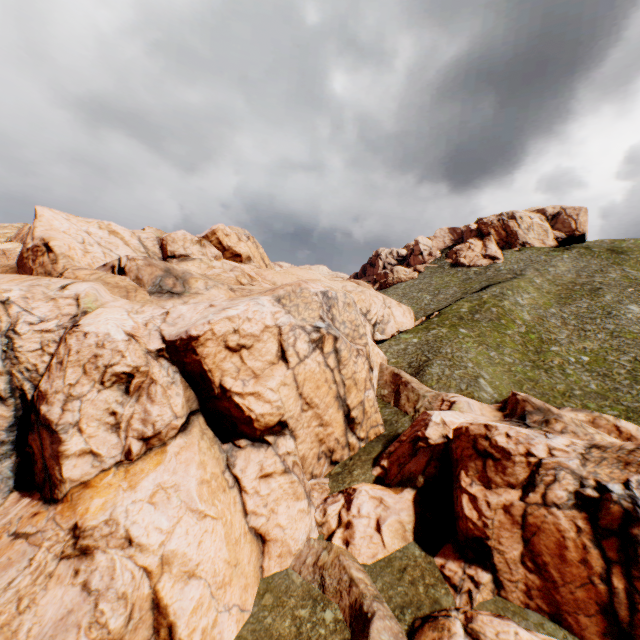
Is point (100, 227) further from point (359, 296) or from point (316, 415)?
point (316, 415)
